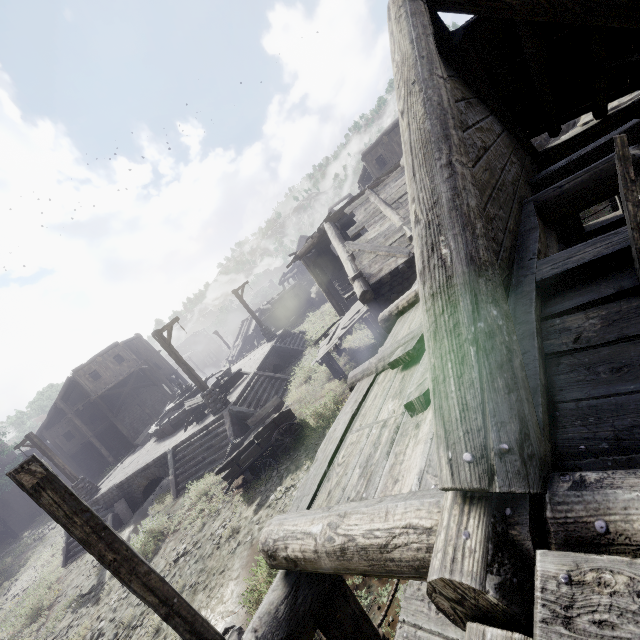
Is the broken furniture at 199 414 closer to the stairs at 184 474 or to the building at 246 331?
the stairs at 184 474

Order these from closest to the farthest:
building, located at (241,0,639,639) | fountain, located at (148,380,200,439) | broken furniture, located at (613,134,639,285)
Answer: building, located at (241,0,639,639)
broken furniture, located at (613,134,639,285)
fountain, located at (148,380,200,439)

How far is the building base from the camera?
15.31m

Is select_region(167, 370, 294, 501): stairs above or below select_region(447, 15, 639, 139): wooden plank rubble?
below

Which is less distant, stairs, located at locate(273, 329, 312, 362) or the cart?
the cart

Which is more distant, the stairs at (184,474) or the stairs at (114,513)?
the stairs at (114,513)

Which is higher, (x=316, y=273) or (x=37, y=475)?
(x=37, y=475)

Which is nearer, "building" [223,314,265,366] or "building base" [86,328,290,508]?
"building base" [86,328,290,508]
